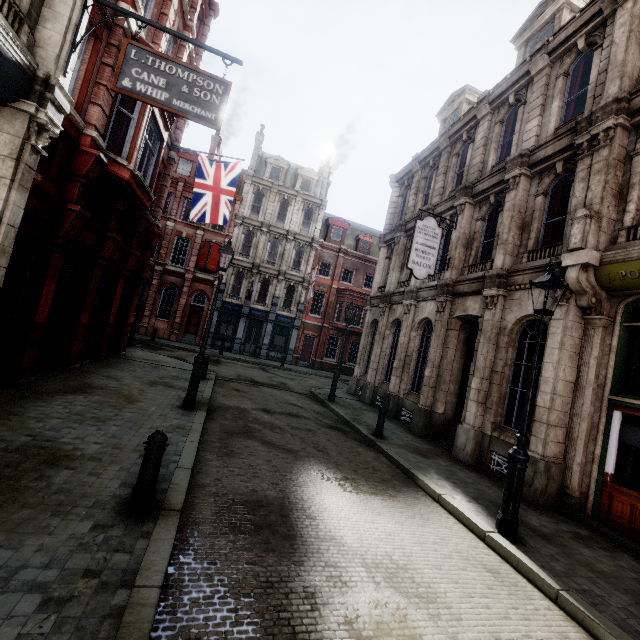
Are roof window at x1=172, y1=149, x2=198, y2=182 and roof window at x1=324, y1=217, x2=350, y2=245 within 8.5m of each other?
no

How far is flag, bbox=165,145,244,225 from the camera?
13.5 meters

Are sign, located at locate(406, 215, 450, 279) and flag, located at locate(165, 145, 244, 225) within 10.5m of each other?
yes

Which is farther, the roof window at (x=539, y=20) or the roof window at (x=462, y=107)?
the roof window at (x=462, y=107)

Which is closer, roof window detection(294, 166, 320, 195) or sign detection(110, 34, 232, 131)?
sign detection(110, 34, 232, 131)

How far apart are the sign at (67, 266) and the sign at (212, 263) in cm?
1841

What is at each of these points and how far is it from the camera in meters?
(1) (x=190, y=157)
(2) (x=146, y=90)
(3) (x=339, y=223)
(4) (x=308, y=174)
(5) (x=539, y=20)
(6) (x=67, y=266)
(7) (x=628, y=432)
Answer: (1) roof window, 29.4 m
(2) sign, 6.4 m
(3) roof window, 33.3 m
(4) roof window, 32.5 m
(5) roof window, 12.4 m
(6) sign, 9.2 m
(7) sign, 6.9 m

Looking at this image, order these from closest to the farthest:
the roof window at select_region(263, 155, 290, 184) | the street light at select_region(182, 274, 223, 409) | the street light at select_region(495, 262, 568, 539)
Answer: the street light at select_region(495, 262, 568, 539) < the street light at select_region(182, 274, 223, 409) < the roof window at select_region(263, 155, 290, 184)
